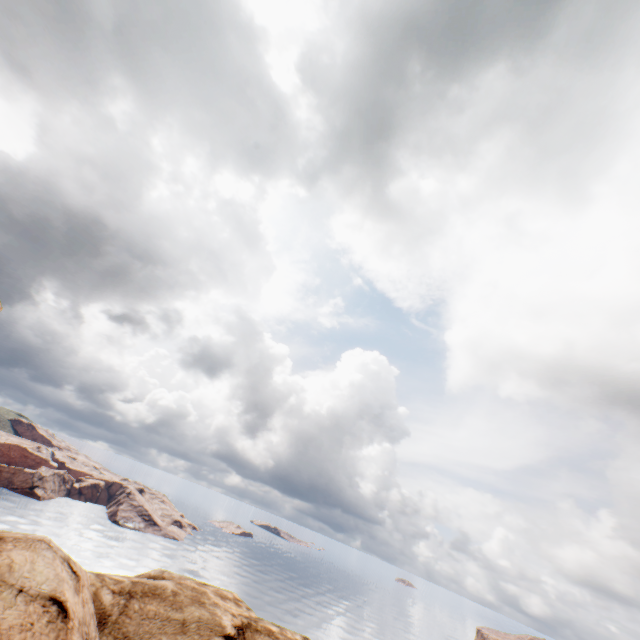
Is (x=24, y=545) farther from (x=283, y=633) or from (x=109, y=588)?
(x=283, y=633)
